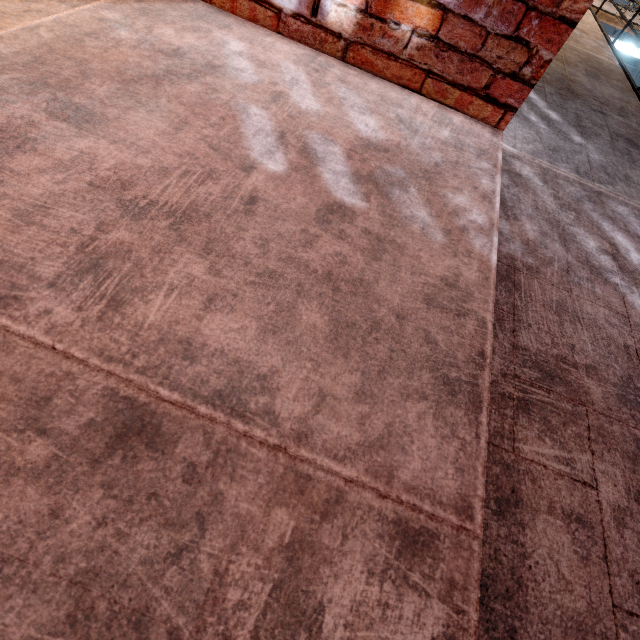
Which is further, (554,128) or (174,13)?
(554,128)
